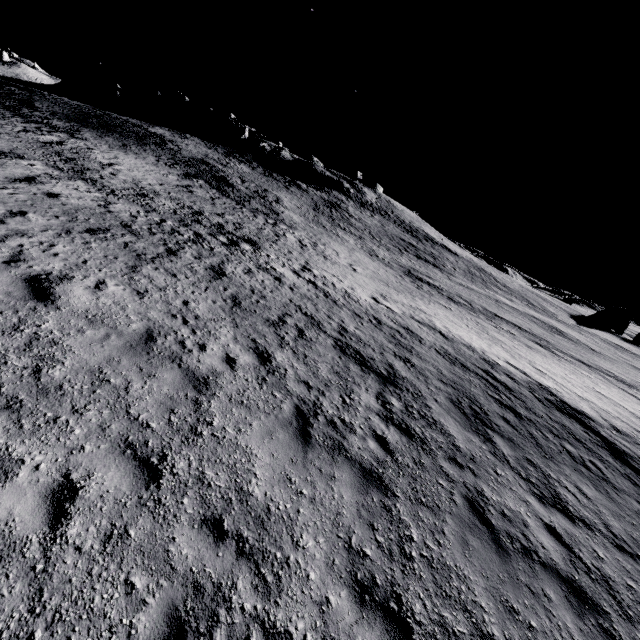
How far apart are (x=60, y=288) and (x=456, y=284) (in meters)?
42.36
